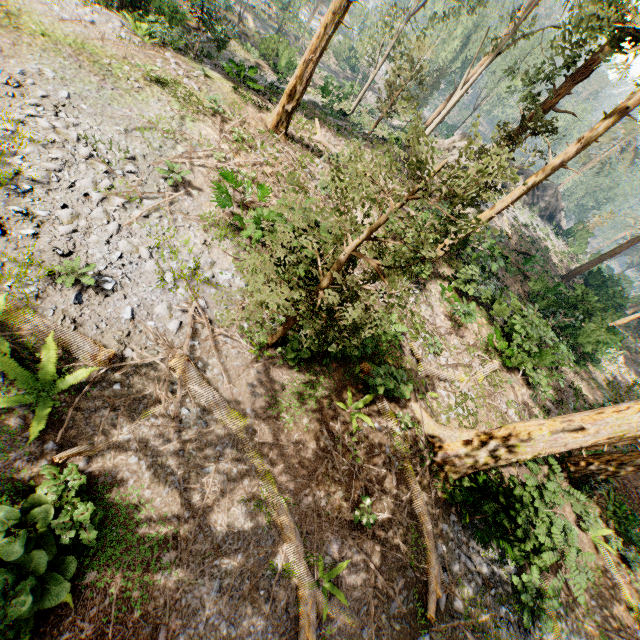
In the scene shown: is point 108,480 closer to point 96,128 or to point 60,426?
point 60,426

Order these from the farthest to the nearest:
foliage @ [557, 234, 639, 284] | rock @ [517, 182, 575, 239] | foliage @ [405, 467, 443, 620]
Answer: rock @ [517, 182, 575, 239] < foliage @ [557, 234, 639, 284] < foliage @ [405, 467, 443, 620]

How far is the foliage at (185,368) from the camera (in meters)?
7.38

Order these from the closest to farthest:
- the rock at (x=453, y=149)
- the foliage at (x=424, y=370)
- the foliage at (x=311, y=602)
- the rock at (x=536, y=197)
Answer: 1. the foliage at (x=311, y=602)
2. the foliage at (x=424, y=370)
3. the rock at (x=453, y=149)
4. the rock at (x=536, y=197)

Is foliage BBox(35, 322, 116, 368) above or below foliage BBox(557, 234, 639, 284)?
below

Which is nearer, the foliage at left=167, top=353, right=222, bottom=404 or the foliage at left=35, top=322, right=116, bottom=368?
the foliage at left=35, top=322, right=116, bottom=368

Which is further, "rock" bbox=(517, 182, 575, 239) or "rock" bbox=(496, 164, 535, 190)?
"rock" bbox=(517, 182, 575, 239)

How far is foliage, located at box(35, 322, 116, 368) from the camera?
6.5 meters
